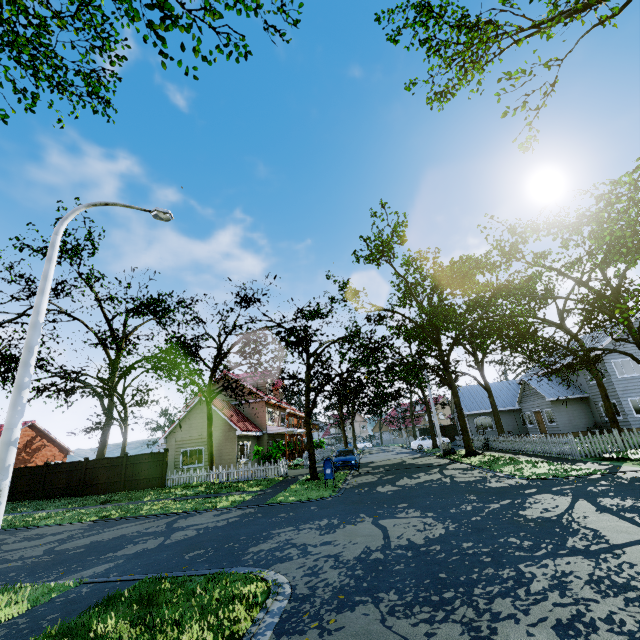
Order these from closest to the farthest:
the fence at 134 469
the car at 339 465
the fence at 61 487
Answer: the car at 339 465, the fence at 134 469, the fence at 61 487

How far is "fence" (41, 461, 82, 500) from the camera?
21.98m

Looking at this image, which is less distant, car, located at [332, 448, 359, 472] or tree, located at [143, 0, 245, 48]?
tree, located at [143, 0, 245, 48]

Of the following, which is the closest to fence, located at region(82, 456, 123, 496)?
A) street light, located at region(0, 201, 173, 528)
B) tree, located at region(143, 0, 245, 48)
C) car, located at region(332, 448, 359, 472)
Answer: tree, located at region(143, 0, 245, 48)

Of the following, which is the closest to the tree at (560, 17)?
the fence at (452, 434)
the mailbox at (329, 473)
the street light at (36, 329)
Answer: the fence at (452, 434)

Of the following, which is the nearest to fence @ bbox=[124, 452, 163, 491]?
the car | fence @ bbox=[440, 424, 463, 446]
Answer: fence @ bbox=[440, 424, 463, 446]

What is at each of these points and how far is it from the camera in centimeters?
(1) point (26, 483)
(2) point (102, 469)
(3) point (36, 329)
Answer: (1) fence, 2261cm
(2) fence, 2216cm
(3) street light, 671cm

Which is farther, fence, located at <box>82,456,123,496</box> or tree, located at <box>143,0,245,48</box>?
fence, located at <box>82,456,123,496</box>
